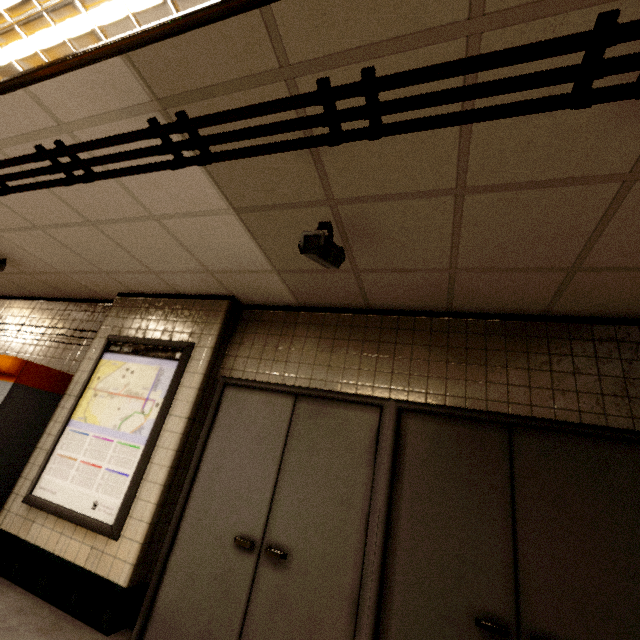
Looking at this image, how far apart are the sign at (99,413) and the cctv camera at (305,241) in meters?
1.8 m

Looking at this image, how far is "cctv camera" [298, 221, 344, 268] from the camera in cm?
200

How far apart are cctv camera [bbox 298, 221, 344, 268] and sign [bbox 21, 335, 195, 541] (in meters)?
1.80

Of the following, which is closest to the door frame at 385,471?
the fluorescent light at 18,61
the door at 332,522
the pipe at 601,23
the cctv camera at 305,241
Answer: the door at 332,522

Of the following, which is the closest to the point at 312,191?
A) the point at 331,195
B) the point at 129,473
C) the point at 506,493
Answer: the point at 331,195

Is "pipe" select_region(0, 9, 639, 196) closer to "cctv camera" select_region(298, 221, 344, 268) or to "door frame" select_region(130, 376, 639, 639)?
"cctv camera" select_region(298, 221, 344, 268)

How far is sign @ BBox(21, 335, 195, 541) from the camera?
2.9m

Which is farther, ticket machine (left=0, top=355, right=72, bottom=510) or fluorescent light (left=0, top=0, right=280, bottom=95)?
ticket machine (left=0, top=355, right=72, bottom=510)
